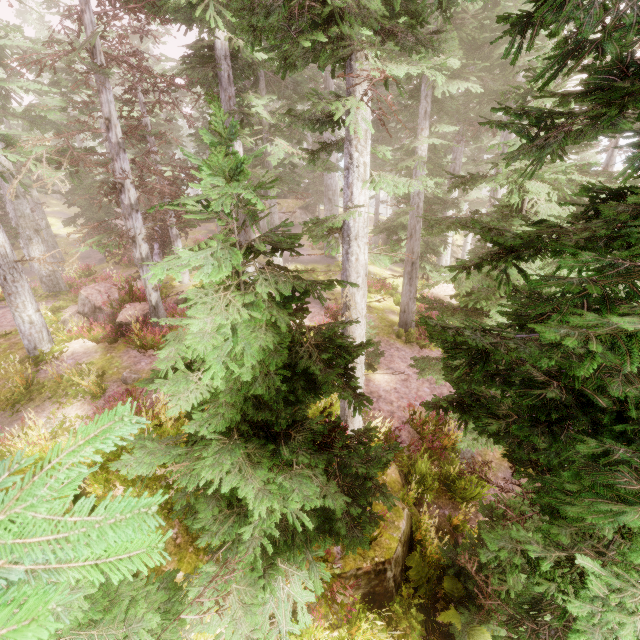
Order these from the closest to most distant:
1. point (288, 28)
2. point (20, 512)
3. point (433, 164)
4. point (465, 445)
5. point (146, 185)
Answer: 1. point (20, 512)
2. point (288, 28)
3. point (465, 445)
4. point (146, 185)
5. point (433, 164)

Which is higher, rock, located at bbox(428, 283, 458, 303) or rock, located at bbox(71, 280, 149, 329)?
rock, located at bbox(71, 280, 149, 329)

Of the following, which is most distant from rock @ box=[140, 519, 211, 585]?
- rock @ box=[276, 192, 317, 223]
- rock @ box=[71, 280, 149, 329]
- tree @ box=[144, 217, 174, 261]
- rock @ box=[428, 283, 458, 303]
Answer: rock @ box=[276, 192, 317, 223]

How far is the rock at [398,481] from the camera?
7.19m

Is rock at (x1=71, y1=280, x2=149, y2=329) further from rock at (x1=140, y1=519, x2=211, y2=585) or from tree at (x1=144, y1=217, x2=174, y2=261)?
rock at (x1=140, y1=519, x2=211, y2=585)

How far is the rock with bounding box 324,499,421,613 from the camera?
5.3m

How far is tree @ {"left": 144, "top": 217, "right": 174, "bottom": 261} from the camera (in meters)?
19.31
